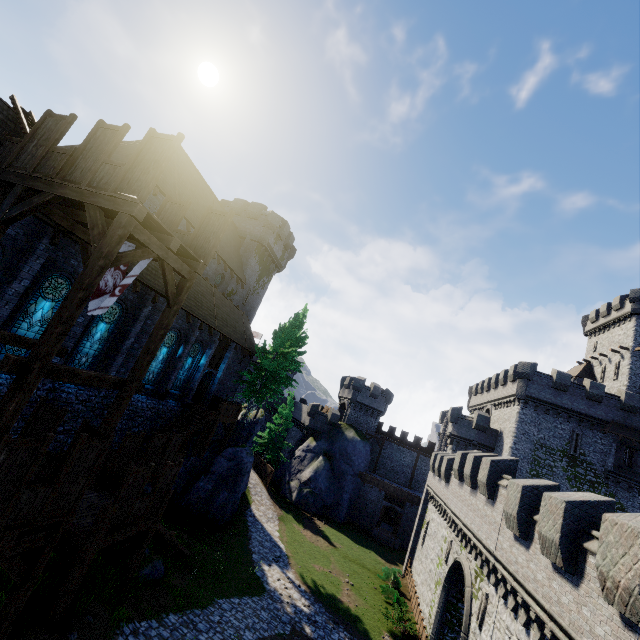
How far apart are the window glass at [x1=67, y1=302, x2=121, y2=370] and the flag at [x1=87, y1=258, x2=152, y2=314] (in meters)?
5.64

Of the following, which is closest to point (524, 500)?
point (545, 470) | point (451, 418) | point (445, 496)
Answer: point (445, 496)

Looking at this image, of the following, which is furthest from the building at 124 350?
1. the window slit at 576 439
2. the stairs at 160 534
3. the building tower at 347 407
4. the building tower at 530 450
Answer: the window slit at 576 439

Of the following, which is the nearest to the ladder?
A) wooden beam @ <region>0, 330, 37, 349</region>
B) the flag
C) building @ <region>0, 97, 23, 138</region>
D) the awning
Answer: building @ <region>0, 97, 23, 138</region>

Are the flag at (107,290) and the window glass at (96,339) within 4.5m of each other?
no

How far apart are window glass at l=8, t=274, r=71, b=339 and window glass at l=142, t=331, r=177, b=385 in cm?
652

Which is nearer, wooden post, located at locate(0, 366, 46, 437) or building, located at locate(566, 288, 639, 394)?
wooden post, located at locate(0, 366, 46, 437)

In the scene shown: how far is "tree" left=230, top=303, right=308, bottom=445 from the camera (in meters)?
28.69
